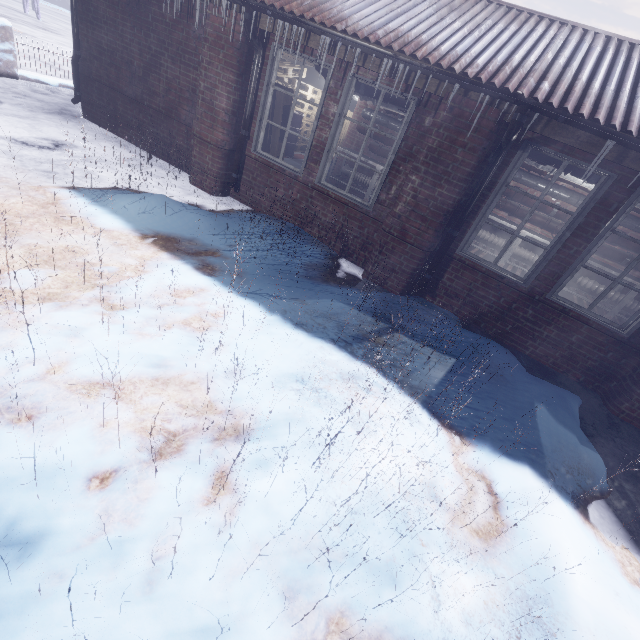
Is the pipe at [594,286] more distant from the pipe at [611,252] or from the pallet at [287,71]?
the pallet at [287,71]

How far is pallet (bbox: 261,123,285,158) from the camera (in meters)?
4.61

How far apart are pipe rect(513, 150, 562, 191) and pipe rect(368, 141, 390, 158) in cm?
49

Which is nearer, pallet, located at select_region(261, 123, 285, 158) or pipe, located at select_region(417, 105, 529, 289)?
pipe, located at select_region(417, 105, 529, 289)

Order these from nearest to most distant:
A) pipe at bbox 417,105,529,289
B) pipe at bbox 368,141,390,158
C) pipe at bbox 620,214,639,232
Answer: pipe at bbox 417,105,529,289 → pipe at bbox 620,214,639,232 → pipe at bbox 368,141,390,158

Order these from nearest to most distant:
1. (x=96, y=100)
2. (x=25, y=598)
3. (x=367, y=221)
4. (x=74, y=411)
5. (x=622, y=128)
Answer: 1. (x=25, y=598)
2. (x=74, y=411)
3. (x=622, y=128)
4. (x=367, y=221)
5. (x=96, y=100)

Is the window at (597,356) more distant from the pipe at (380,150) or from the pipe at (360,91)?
the pipe at (380,150)

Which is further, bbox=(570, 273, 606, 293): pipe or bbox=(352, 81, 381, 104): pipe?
bbox=(570, 273, 606, 293): pipe
